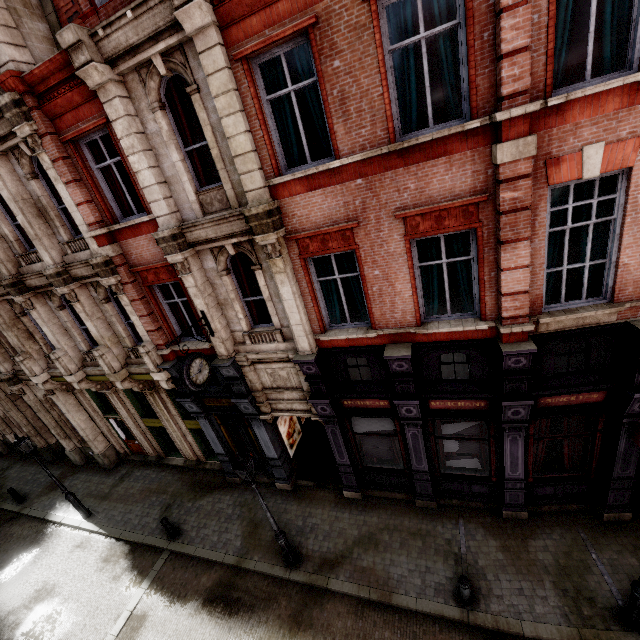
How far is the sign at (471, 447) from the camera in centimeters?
917cm

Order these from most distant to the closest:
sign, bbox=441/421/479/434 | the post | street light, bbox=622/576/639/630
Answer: sign, bbox=441/421/479/434, the post, street light, bbox=622/576/639/630

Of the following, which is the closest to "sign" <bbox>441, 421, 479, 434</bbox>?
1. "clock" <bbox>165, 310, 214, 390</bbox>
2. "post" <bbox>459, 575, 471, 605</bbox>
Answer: "post" <bbox>459, 575, 471, 605</bbox>

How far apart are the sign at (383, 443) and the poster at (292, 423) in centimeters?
321cm

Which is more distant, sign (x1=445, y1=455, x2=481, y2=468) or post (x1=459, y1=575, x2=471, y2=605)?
sign (x1=445, y1=455, x2=481, y2=468)

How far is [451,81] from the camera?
5.7 meters

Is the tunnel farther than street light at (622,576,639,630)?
Yes

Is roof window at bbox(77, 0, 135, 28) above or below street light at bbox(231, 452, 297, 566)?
above
